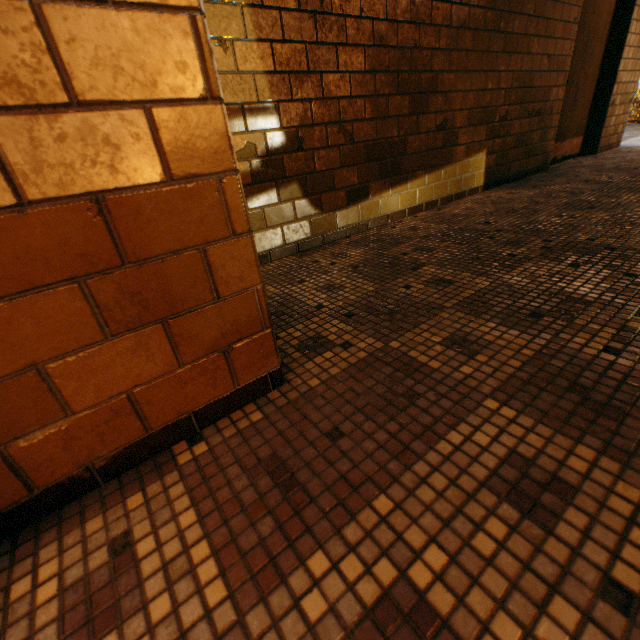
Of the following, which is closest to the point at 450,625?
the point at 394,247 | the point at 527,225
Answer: the point at 394,247
